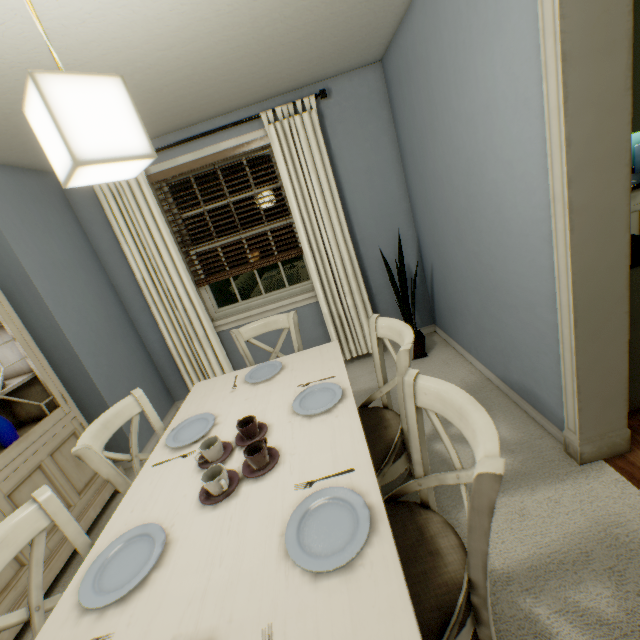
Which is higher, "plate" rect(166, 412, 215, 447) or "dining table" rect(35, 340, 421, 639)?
"plate" rect(166, 412, 215, 447)

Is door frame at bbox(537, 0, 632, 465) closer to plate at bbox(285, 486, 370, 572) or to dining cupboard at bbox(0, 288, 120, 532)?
plate at bbox(285, 486, 370, 572)

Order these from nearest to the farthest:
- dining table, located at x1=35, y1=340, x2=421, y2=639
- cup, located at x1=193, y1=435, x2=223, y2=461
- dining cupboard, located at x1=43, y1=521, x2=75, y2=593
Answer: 1. dining table, located at x1=35, y1=340, x2=421, y2=639
2. cup, located at x1=193, y1=435, x2=223, y2=461
3. dining cupboard, located at x1=43, y1=521, x2=75, y2=593

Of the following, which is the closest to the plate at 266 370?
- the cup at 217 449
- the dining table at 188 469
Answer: the dining table at 188 469

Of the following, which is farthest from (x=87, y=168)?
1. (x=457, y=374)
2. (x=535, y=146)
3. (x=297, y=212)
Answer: (x=457, y=374)

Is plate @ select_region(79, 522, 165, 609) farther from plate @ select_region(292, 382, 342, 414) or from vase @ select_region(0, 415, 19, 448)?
vase @ select_region(0, 415, 19, 448)

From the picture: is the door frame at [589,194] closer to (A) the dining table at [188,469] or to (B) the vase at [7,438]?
(A) the dining table at [188,469]

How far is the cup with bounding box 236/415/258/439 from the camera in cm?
129
